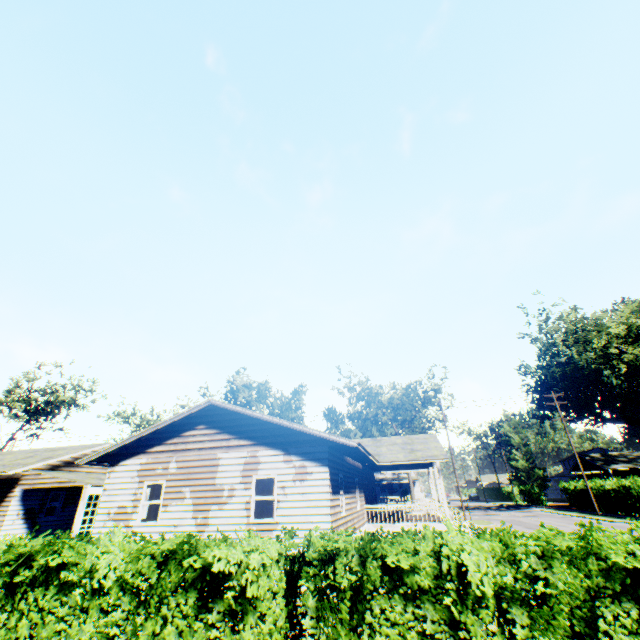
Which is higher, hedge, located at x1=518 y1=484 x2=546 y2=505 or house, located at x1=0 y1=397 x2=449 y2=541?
house, located at x1=0 y1=397 x2=449 y2=541

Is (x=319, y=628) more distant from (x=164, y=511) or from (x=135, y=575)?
(x=164, y=511)

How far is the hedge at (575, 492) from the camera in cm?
3578

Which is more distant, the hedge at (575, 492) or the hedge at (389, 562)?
the hedge at (575, 492)

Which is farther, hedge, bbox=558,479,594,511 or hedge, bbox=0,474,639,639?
hedge, bbox=558,479,594,511

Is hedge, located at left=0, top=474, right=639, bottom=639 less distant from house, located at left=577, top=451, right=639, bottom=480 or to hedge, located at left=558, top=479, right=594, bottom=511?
hedge, located at left=558, top=479, right=594, bottom=511

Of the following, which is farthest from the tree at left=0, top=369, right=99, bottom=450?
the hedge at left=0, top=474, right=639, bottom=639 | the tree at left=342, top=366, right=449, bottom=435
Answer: the hedge at left=0, top=474, right=639, bottom=639

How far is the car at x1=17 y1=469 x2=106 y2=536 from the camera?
16.9 meters
